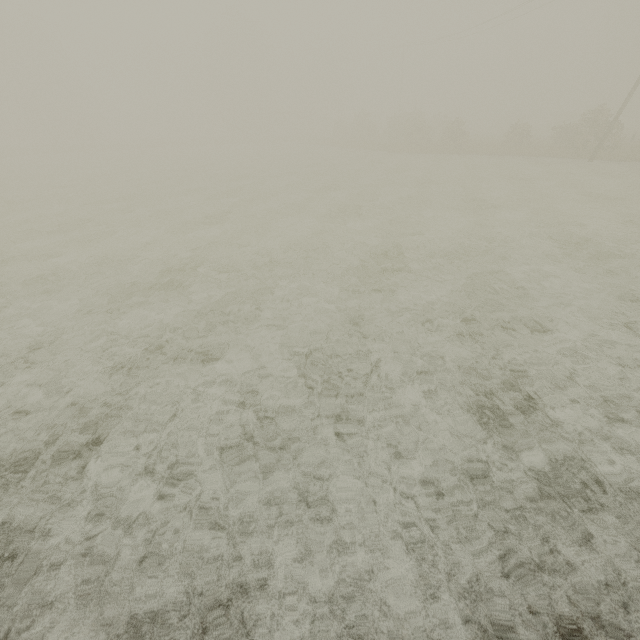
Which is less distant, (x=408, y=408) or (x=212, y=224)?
(x=408, y=408)
